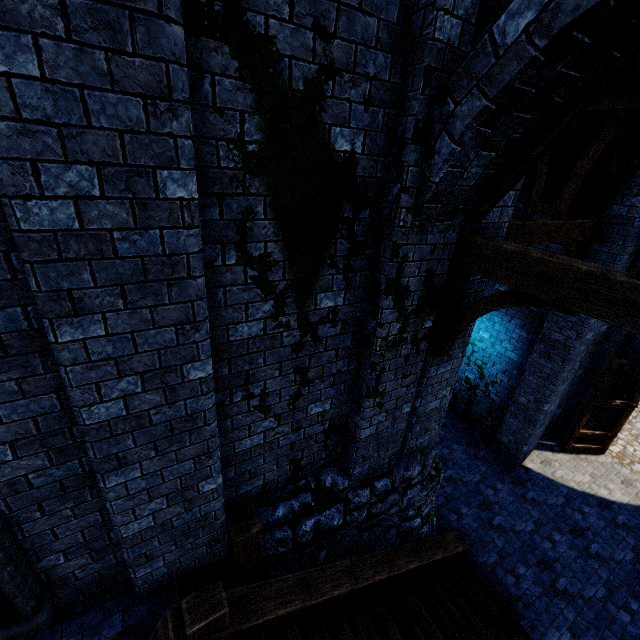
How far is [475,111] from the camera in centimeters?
253cm

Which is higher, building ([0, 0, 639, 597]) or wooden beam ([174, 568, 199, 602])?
building ([0, 0, 639, 597])

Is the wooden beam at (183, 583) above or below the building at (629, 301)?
below

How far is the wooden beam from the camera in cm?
367

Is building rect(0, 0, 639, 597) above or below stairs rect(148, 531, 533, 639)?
above

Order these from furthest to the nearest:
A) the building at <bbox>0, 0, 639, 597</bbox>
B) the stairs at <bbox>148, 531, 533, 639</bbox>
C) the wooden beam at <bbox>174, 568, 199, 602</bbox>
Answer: the wooden beam at <bbox>174, 568, 199, 602</bbox> → the stairs at <bbox>148, 531, 533, 639</bbox> → the building at <bbox>0, 0, 639, 597</bbox>

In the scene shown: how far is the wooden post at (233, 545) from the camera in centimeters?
387cm

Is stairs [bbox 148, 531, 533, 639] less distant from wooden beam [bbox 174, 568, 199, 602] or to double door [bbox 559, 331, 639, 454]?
wooden beam [bbox 174, 568, 199, 602]
